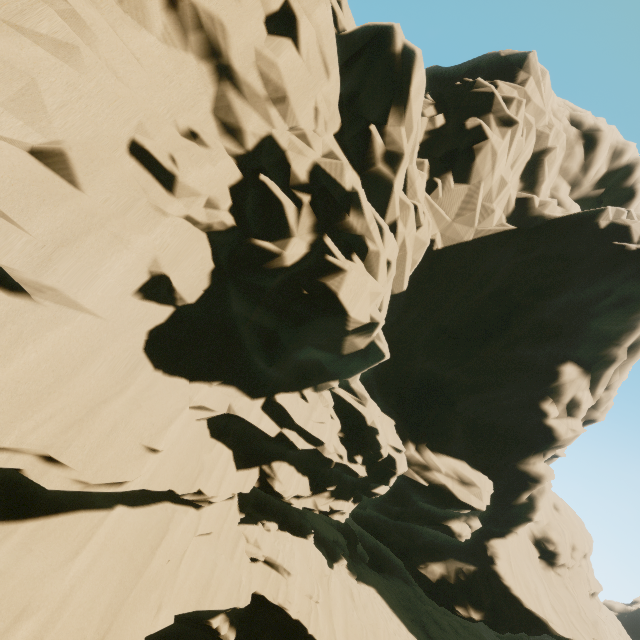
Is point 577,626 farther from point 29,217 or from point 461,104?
point 29,217
